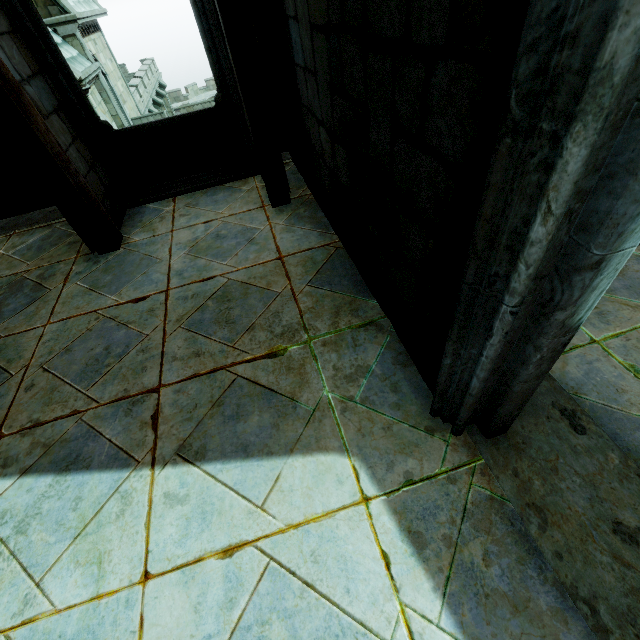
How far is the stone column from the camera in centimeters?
2456cm

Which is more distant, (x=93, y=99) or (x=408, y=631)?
(x=93, y=99)

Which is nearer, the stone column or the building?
the building

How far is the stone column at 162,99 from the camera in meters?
24.6 m

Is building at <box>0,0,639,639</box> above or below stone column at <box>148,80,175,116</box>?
above

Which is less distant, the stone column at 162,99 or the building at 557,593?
the building at 557,593
